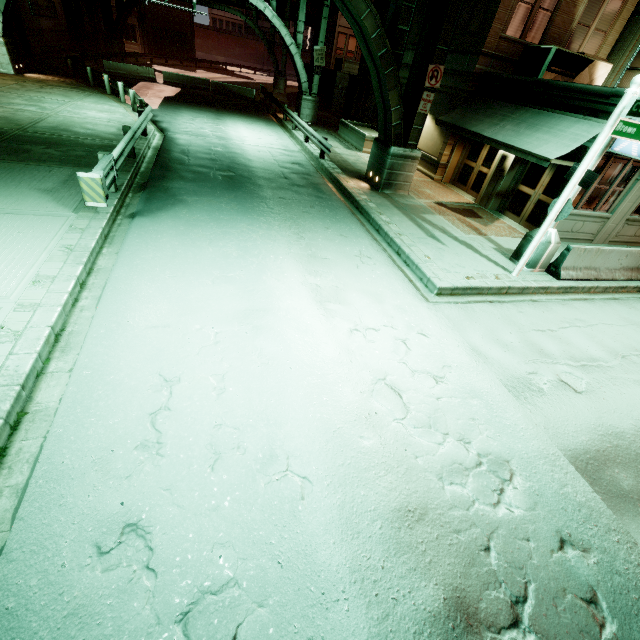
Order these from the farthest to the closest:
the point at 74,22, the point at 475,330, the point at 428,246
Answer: the point at 74,22 < the point at 428,246 < the point at 475,330

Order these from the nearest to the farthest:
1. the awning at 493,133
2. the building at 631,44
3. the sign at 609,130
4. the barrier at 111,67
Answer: the sign at 609,130, the awning at 493,133, the building at 631,44, the barrier at 111,67

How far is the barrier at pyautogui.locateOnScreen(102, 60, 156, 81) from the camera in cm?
2700

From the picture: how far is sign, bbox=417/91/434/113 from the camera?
12.03m

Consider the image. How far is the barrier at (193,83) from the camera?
28.73m

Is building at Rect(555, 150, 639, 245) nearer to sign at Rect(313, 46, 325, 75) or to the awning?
the awning

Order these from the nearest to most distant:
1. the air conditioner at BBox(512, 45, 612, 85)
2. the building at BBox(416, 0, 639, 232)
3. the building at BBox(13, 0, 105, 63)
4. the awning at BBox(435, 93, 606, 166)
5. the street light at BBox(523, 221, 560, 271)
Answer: the street light at BBox(523, 221, 560, 271) → the awning at BBox(435, 93, 606, 166) → the building at BBox(416, 0, 639, 232) → the air conditioner at BBox(512, 45, 612, 85) → the building at BBox(13, 0, 105, 63)

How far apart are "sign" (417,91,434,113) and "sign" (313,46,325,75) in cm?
1593
